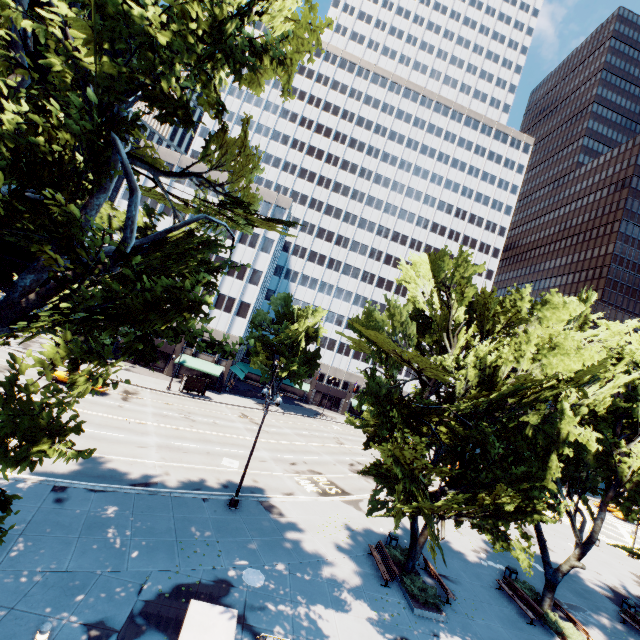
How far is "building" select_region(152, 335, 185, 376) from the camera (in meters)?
48.25

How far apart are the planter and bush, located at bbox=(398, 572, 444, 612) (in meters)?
0.15

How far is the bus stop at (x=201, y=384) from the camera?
41.56m

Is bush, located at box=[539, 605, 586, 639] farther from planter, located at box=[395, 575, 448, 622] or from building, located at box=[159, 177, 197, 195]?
building, located at box=[159, 177, 197, 195]

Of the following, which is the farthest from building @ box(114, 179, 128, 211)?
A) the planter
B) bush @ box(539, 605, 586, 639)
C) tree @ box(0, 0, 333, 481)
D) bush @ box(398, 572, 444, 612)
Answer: bush @ box(539, 605, 586, 639)

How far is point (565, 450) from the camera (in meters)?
13.62

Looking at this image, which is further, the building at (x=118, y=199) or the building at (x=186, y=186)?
the building at (x=186, y=186)

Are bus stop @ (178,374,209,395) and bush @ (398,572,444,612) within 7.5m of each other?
no
